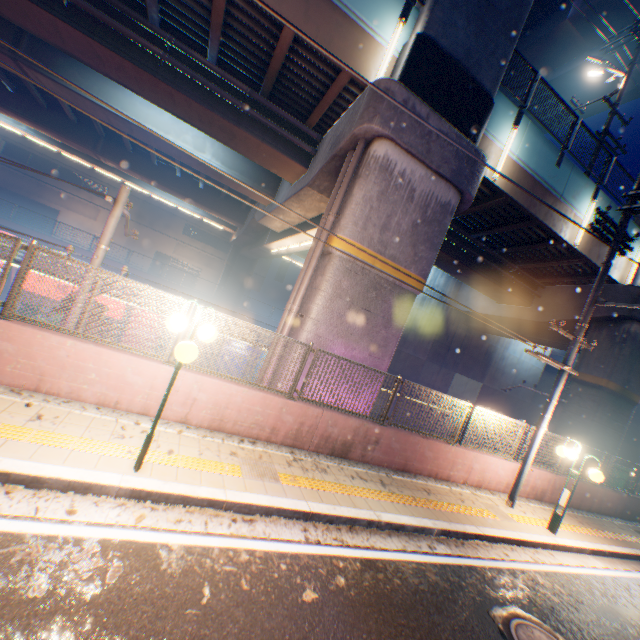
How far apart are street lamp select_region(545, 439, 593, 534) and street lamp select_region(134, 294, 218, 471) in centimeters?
916cm

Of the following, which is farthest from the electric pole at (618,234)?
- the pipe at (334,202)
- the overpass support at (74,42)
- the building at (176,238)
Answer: the building at (176,238)

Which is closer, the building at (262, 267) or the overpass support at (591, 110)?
the overpass support at (591, 110)

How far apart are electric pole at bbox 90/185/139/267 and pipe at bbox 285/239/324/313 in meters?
3.7

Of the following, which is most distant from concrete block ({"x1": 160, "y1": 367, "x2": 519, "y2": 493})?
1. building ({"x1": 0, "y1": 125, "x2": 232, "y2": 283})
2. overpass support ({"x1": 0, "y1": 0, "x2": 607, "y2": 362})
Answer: building ({"x1": 0, "y1": 125, "x2": 232, "y2": 283})

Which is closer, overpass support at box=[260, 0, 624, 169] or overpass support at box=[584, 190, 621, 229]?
overpass support at box=[260, 0, 624, 169]

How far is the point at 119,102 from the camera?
13.98m

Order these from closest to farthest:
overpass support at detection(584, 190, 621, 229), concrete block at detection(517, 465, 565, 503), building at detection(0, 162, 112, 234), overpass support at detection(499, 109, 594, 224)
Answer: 1. concrete block at detection(517, 465, 565, 503)
2. overpass support at detection(499, 109, 594, 224)
3. overpass support at detection(584, 190, 621, 229)
4. building at detection(0, 162, 112, 234)
